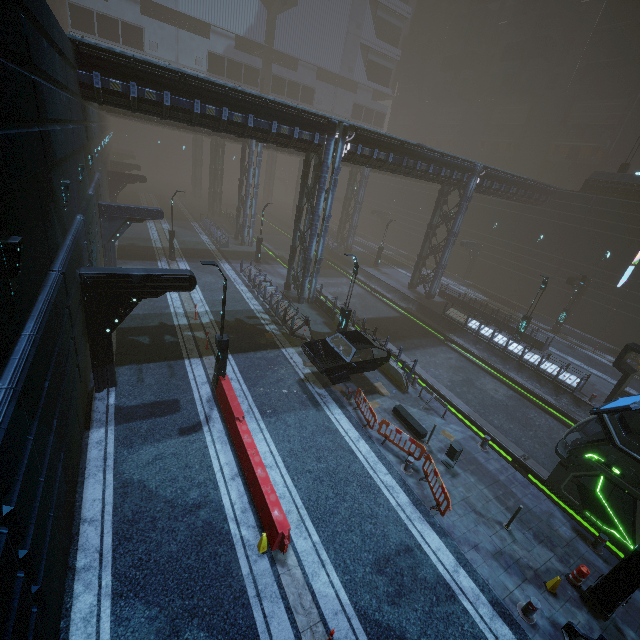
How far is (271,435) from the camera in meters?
12.3 m

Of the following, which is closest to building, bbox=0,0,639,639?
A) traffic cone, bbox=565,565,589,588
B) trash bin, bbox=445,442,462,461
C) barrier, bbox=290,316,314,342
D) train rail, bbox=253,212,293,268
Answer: train rail, bbox=253,212,293,268

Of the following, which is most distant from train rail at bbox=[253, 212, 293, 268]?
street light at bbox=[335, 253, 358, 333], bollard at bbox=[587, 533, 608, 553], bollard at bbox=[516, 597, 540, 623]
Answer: bollard at bbox=[516, 597, 540, 623]

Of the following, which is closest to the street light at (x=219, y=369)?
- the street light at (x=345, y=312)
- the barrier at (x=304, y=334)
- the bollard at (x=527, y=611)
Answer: the barrier at (x=304, y=334)

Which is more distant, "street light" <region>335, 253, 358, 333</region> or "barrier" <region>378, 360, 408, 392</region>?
"street light" <region>335, 253, 358, 333</region>

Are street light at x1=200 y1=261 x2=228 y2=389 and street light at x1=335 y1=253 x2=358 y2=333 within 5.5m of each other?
no

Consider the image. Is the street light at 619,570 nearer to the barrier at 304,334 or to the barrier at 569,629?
the barrier at 569,629

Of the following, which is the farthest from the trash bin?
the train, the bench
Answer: the train
